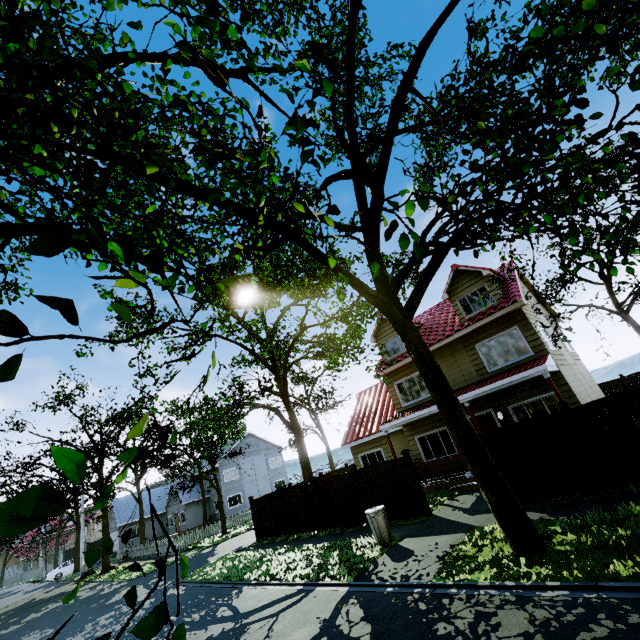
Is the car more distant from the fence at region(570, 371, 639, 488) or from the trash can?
the trash can

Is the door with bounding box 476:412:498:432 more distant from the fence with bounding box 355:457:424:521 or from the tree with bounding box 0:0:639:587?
the fence with bounding box 355:457:424:521

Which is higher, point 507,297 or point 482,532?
point 507,297

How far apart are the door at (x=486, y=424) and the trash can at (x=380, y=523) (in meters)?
6.88

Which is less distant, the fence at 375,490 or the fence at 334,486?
the fence at 375,490

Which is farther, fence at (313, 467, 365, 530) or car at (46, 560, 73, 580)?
car at (46, 560, 73, 580)

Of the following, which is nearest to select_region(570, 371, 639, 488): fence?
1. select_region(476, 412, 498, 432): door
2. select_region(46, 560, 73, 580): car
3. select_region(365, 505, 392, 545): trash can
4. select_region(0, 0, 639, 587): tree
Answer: select_region(0, 0, 639, 587): tree
